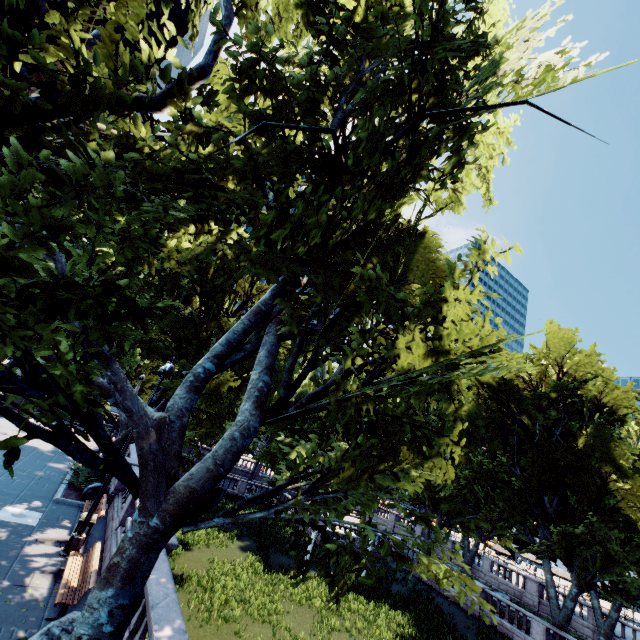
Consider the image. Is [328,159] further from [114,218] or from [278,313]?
[114,218]

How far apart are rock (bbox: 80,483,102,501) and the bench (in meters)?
6.76

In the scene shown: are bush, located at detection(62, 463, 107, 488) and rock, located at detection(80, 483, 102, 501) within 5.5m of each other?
yes

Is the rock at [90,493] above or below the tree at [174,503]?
below

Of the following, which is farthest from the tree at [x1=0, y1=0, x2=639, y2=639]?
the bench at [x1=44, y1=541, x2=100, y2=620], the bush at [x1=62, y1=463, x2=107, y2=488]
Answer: the bench at [x1=44, y1=541, x2=100, y2=620]

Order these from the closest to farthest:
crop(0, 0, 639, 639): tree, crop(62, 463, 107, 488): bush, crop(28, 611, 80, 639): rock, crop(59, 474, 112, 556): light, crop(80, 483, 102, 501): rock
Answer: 1. crop(0, 0, 639, 639): tree
2. crop(28, 611, 80, 639): rock
3. crop(59, 474, 112, 556): light
4. crop(80, 483, 102, 501): rock
5. crop(62, 463, 107, 488): bush

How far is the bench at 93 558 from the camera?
8.4 meters

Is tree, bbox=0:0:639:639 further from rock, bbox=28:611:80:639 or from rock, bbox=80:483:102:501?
rock, bbox=28:611:80:639
